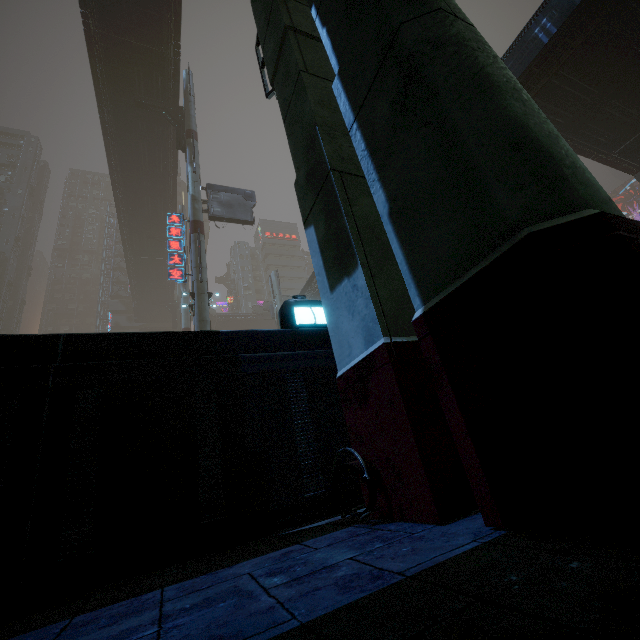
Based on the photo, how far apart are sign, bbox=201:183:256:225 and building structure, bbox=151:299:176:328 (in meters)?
30.02

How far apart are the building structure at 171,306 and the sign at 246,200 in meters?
30.0

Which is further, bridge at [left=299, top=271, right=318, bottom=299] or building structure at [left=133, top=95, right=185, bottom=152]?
bridge at [left=299, top=271, right=318, bottom=299]

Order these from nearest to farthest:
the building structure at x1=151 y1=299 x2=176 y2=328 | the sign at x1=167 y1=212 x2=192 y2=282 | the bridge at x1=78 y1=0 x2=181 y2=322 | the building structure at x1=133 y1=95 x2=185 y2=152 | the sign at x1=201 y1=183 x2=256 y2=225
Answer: the sign at x1=167 y1=212 x2=192 y2=282 < the bridge at x1=78 y1=0 x2=181 y2=322 < the sign at x1=201 y1=183 x2=256 y2=225 < the building structure at x1=133 y1=95 x2=185 y2=152 < the building structure at x1=151 y1=299 x2=176 y2=328

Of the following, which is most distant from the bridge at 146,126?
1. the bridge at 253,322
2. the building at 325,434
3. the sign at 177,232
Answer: the sign at 177,232

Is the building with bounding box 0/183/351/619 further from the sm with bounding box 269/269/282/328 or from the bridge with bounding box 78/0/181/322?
the bridge with bounding box 78/0/181/322

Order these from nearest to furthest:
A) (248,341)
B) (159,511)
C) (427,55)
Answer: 1. (427,55)
2. (159,511)
3. (248,341)

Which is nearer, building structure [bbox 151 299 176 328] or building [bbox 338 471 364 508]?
building [bbox 338 471 364 508]
